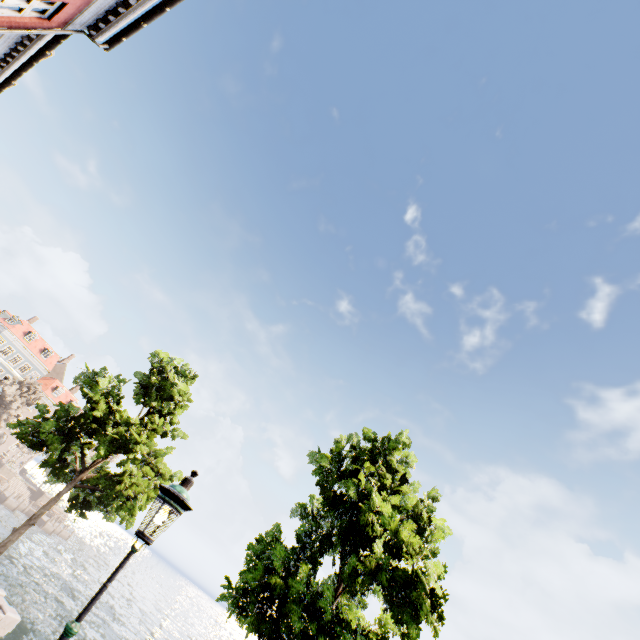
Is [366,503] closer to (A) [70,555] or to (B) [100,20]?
(B) [100,20]

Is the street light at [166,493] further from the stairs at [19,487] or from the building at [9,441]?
the building at [9,441]

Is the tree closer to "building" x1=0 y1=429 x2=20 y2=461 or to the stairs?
"building" x1=0 y1=429 x2=20 y2=461

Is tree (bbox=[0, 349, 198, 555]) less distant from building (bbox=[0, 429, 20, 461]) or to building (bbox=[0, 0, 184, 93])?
building (bbox=[0, 0, 184, 93])

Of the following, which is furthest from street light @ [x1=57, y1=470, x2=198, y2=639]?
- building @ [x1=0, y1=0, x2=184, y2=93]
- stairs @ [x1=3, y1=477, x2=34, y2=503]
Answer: stairs @ [x1=3, y1=477, x2=34, y2=503]

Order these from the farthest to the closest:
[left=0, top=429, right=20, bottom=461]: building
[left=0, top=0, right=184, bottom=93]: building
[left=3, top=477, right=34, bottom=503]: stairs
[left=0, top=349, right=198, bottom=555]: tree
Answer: [left=0, top=429, right=20, bottom=461]: building
[left=3, top=477, right=34, bottom=503]: stairs
[left=0, top=349, right=198, bottom=555]: tree
[left=0, top=0, right=184, bottom=93]: building

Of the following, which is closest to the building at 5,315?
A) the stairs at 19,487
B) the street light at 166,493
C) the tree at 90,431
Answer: the tree at 90,431
